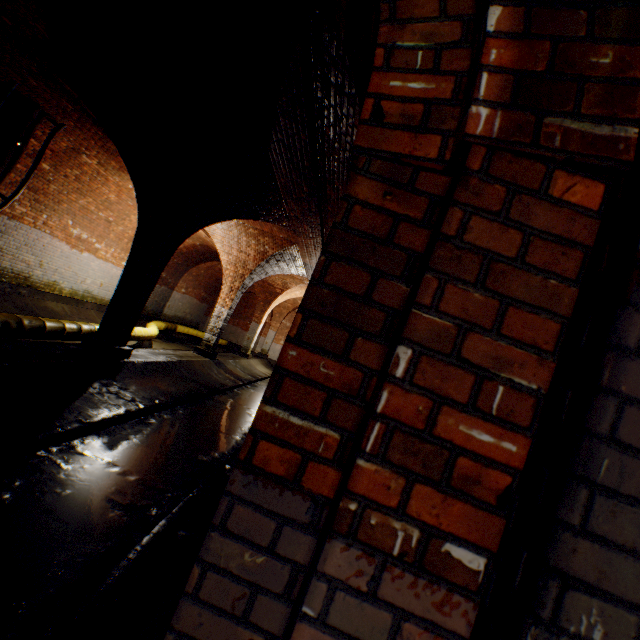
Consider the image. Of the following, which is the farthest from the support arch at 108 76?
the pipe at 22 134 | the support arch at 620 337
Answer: the support arch at 620 337

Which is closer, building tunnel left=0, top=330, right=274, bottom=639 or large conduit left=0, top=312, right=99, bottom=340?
building tunnel left=0, top=330, right=274, bottom=639

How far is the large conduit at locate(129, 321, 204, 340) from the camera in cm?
963

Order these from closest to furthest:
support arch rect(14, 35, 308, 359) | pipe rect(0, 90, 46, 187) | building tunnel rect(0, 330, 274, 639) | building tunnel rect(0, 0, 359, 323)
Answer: building tunnel rect(0, 330, 274, 639)
building tunnel rect(0, 0, 359, 323)
support arch rect(14, 35, 308, 359)
pipe rect(0, 90, 46, 187)

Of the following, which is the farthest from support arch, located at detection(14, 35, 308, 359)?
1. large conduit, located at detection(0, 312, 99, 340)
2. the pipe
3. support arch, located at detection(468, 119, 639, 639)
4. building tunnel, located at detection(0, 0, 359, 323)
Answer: support arch, located at detection(468, 119, 639, 639)

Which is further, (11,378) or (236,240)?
(236,240)

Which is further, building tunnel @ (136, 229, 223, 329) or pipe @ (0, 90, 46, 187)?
building tunnel @ (136, 229, 223, 329)

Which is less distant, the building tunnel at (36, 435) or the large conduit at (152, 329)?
the building tunnel at (36, 435)
